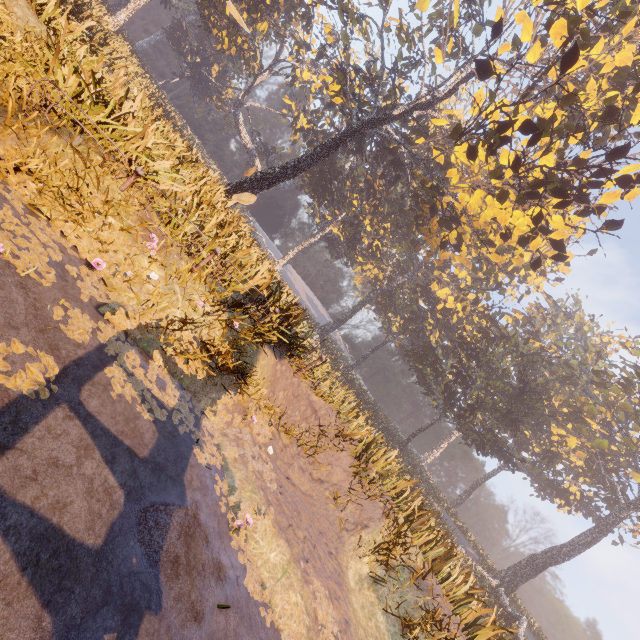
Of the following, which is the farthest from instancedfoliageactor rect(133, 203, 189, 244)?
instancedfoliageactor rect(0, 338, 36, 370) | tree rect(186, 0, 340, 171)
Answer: tree rect(186, 0, 340, 171)

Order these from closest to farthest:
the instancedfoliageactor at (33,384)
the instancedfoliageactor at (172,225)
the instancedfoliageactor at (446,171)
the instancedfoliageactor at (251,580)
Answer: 1. the instancedfoliageactor at (33,384)
2. the instancedfoliageactor at (251,580)
3. the instancedfoliageactor at (446,171)
4. the instancedfoliageactor at (172,225)

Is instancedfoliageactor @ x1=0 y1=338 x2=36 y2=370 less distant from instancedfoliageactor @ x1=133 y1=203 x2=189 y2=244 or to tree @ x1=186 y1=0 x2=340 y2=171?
instancedfoliageactor @ x1=133 y1=203 x2=189 y2=244

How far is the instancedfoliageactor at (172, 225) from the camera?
6.5m

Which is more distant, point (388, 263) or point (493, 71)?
point (388, 263)

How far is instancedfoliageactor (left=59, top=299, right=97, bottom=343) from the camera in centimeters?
401cm
